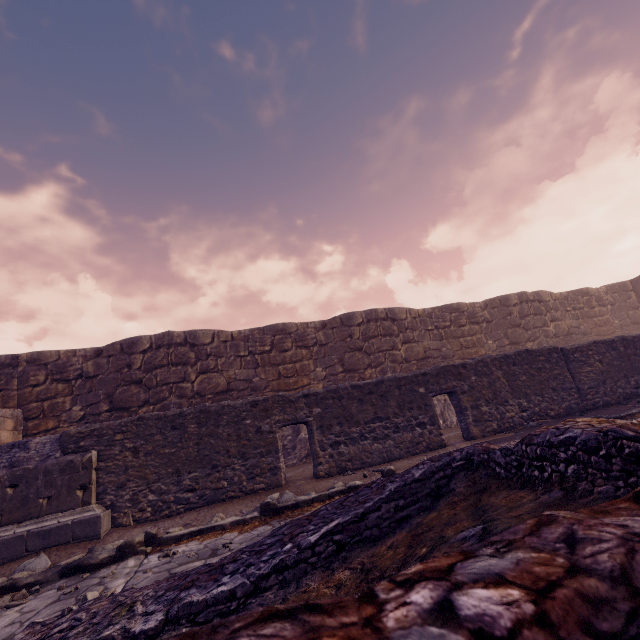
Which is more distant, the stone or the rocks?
the rocks

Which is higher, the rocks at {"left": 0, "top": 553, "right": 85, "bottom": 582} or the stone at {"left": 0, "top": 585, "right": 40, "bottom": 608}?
the rocks at {"left": 0, "top": 553, "right": 85, "bottom": 582}

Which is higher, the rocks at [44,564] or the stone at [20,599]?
the rocks at [44,564]

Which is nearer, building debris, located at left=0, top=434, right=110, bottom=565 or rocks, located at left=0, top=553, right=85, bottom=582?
rocks, located at left=0, top=553, right=85, bottom=582

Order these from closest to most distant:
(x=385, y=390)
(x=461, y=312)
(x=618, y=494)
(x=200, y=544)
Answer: (x=618, y=494), (x=200, y=544), (x=385, y=390), (x=461, y=312)

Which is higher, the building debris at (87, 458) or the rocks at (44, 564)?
the building debris at (87, 458)

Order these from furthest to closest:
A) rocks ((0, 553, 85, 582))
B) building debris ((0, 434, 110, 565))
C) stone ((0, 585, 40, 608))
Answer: building debris ((0, 434, 110, 565)) → rocks ((0, 553, 85, 582)) → stone ((0, 585, 40, 608))

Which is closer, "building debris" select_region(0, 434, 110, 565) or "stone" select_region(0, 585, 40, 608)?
"stone" select_region(0, 585, 40, 608)
